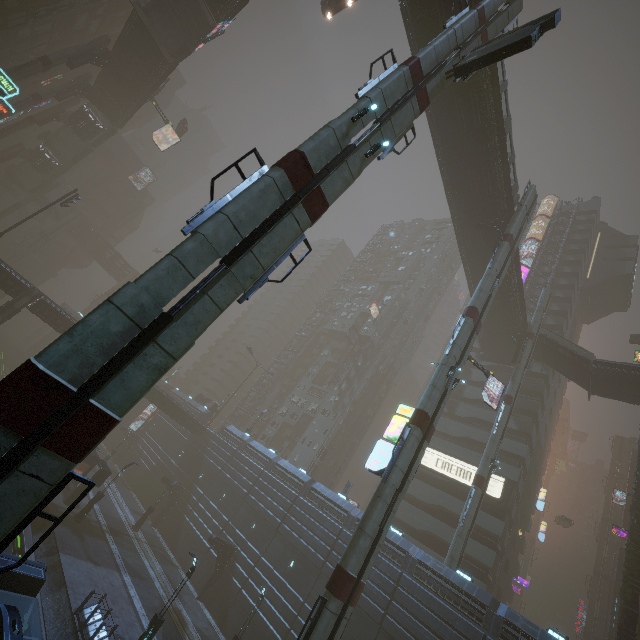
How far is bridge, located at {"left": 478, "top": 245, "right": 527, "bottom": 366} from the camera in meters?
34.9

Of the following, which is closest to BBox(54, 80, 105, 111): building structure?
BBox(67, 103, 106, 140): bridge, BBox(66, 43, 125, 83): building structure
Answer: BBox(67, 103, 106, 140): bridge

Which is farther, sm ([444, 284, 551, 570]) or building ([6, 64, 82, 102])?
building ([6, 64, 82, 102])

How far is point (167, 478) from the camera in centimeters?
3816cm

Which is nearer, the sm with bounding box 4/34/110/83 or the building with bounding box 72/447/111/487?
the building with bounding box 72/447/111/487

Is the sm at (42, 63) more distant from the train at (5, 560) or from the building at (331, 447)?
the train at (5, 560)

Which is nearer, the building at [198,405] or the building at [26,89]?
the building at [198,405]

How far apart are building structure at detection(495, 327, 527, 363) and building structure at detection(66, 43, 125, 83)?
57.3m
